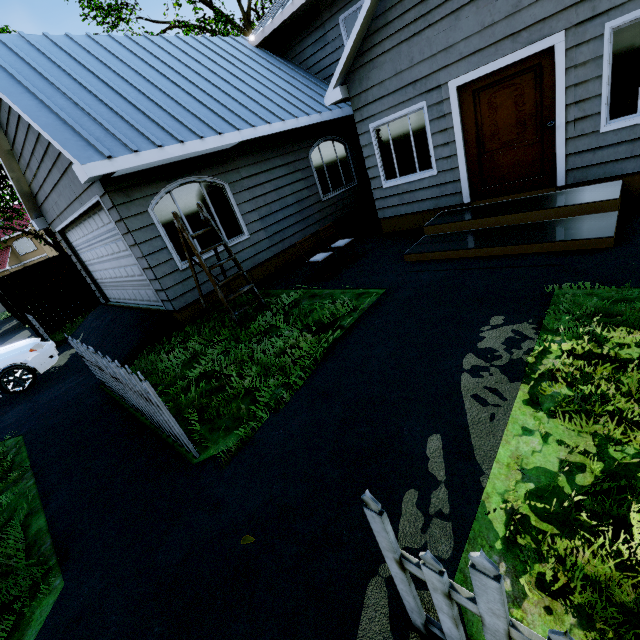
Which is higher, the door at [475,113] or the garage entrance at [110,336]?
the door at [475,113]

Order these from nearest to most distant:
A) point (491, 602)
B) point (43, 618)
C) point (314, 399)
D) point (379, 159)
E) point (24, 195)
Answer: point (491, 602) → point (43, 618) → point (314, 399) → point (379, 159) → point (24, 195)

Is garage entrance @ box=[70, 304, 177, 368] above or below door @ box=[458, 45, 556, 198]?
below

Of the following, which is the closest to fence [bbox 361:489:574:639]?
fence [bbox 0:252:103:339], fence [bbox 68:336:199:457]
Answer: fence [bbox 0:252:103:339]

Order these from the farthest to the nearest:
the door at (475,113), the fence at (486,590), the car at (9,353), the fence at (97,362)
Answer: the car at (9,353)
the door at (475,113)
the fence at (97,362)
the fence at (486,590)

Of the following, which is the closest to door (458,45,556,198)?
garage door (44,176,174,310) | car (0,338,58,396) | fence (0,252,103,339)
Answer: garage door (44,176,174,310)

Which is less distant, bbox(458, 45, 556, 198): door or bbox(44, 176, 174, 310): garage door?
bbox(458, 45, 556, 198): door

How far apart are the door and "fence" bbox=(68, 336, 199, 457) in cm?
684
